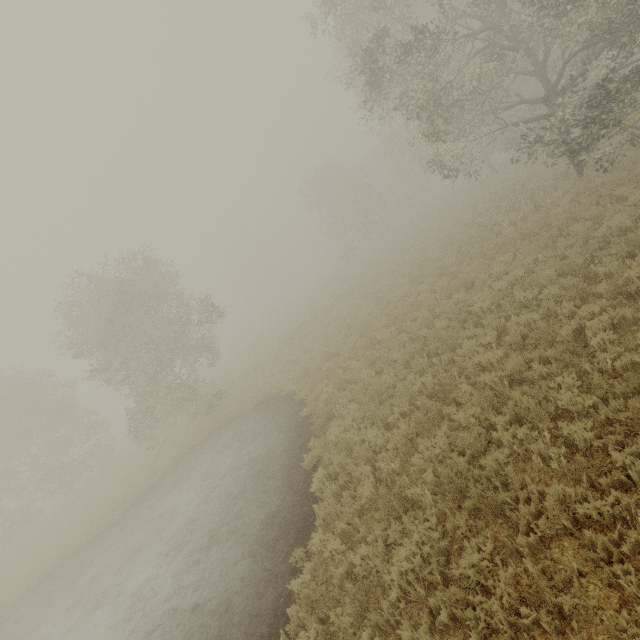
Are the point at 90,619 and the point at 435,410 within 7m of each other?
no
